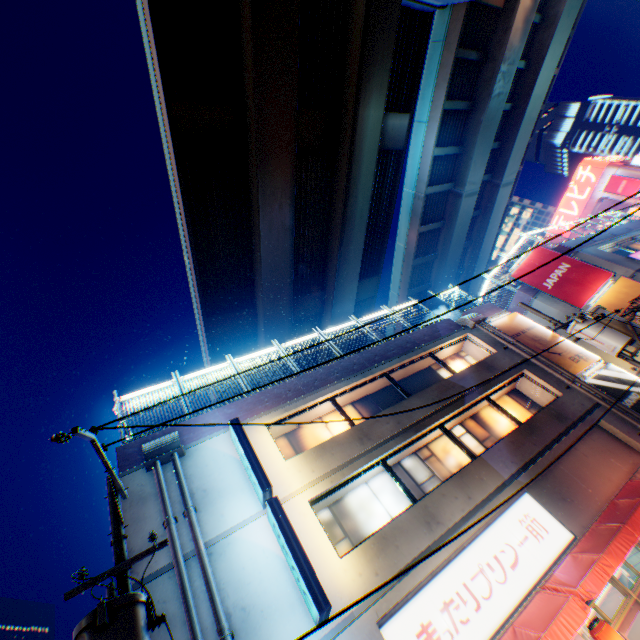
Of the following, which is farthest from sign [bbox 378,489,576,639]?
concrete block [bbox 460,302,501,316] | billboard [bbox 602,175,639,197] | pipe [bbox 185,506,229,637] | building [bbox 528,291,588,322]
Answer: billboard [bbox 602,175,639,197]

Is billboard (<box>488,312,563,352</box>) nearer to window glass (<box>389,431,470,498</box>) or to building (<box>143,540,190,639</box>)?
building (<box>143,540,190,639</box>)

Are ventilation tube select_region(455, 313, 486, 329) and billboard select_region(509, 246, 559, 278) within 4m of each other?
no

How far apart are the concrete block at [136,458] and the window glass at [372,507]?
3.4 meters

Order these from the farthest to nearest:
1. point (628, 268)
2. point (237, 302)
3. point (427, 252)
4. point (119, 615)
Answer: point (427, 252) < point (237, 302) < point (628, 268) < point (119, 615)

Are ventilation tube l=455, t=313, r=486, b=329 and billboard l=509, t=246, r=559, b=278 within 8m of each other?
yes

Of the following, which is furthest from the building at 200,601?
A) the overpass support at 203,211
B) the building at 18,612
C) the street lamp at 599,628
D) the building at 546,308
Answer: the building at 18,612

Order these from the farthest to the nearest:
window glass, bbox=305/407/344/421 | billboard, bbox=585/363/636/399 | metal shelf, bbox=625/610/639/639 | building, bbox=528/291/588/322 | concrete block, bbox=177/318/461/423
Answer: building, bbox=528/291/588/322 → billboard, bbox=585/363/636/399 → window glass, bbox=305/407/344/421 → concrete block, bbox=177/318/461/423 → metal shelf, bbox=625/610/639/639
